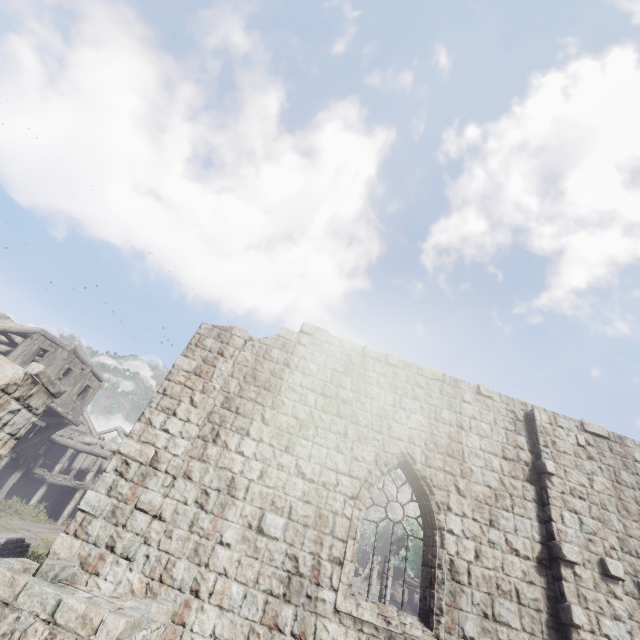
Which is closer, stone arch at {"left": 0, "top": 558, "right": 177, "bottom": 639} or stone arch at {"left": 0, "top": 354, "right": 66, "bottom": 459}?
stone arch at {"left": 0, "top": 558, "right": 177, "bottom": 639}

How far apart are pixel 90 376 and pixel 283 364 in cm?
1877

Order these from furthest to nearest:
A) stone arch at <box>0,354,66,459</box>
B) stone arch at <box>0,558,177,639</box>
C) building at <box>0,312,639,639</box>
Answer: stone arch at <box>0,354,66,459</box>, building at <box>0,312,639,639</box>, stone arch at <box>0,558,177,639</box>

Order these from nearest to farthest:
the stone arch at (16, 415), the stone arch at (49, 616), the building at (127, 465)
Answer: the stone arch at (49, 616), the building at (127, 465), the stone arch at (16, 415)

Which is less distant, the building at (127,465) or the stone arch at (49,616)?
the stone arch at (49,616)

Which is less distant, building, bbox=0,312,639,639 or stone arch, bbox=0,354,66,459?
building, bbox=0,312,639,639

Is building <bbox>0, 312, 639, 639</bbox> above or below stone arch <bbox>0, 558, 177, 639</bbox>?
above
